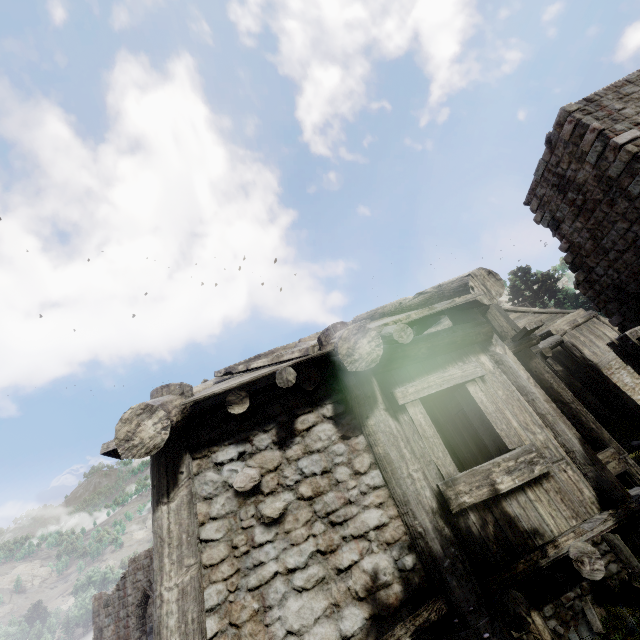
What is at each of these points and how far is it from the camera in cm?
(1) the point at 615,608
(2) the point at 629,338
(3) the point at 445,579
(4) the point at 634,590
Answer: (1) rubble, 645
(2) wooden lamp post, 339
(3) building, 309
(4) broken furniture, 638

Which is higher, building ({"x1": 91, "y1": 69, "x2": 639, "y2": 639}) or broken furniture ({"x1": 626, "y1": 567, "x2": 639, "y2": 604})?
building ({"x1": 91, "y1": 69, "x2": 639, "y2": 639})

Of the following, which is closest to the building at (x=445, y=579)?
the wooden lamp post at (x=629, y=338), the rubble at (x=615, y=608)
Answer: the rubble at (x=615, y=608)

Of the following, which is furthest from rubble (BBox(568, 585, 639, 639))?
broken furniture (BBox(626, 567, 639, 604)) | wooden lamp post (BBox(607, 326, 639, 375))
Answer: wooden lamp post (BBox(607, 326, 639, 375))

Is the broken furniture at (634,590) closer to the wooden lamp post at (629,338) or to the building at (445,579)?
the building at (445,579)

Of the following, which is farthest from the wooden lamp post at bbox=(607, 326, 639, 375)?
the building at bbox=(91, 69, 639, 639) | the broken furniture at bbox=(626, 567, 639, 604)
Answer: the broken furniture at bbox=(626, 567, 639, 604)

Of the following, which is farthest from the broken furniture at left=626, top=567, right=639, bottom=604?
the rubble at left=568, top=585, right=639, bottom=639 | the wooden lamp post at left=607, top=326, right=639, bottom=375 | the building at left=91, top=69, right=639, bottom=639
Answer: the wooden lamp post at left=607, top=326, right=639, bottom=375

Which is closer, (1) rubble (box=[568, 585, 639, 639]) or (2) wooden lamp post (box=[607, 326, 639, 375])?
(2) wooden lamp post (box=[607, 326, 639, 375])
